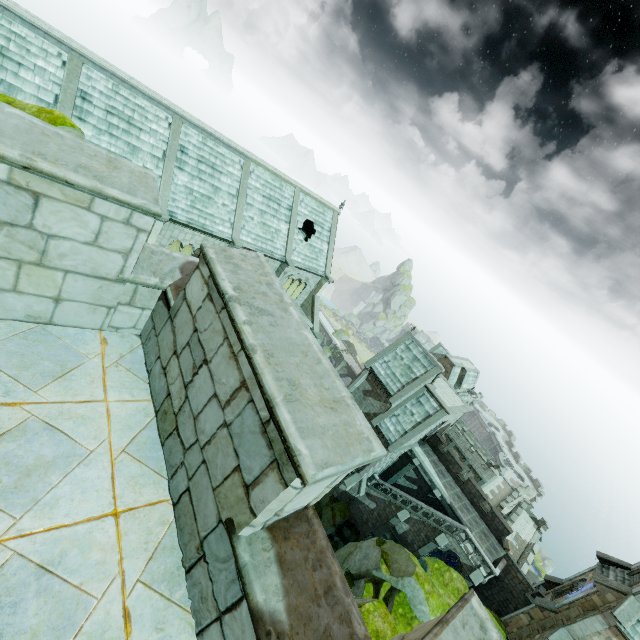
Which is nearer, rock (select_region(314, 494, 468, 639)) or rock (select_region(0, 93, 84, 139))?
rock (select_region(0, 93, 84, 139))

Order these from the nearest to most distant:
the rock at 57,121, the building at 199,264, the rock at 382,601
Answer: the building at 199,264, the rock at 57,121, the rock at 382,601

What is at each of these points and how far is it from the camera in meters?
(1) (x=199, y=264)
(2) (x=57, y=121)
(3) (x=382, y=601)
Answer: (1) building, 3.1
(2) rock, 10.5
(3) rock, 12.1

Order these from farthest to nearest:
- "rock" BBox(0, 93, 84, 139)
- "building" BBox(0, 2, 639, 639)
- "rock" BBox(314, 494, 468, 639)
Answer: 1. "rock" BBox(314, 494, 468, 639)
2. "rock" BBox(0, 93, 84, 139)
3. "building" BBox(0, 2, 639, 639)

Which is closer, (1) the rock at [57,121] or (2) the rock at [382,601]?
(1) the rock at [57,121]

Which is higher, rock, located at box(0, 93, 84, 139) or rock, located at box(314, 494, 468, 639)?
rock, located at box(0, 93, 84, 139)

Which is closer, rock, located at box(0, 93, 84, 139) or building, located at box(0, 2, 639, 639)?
building, located at box(0, 2, 639, 639)
